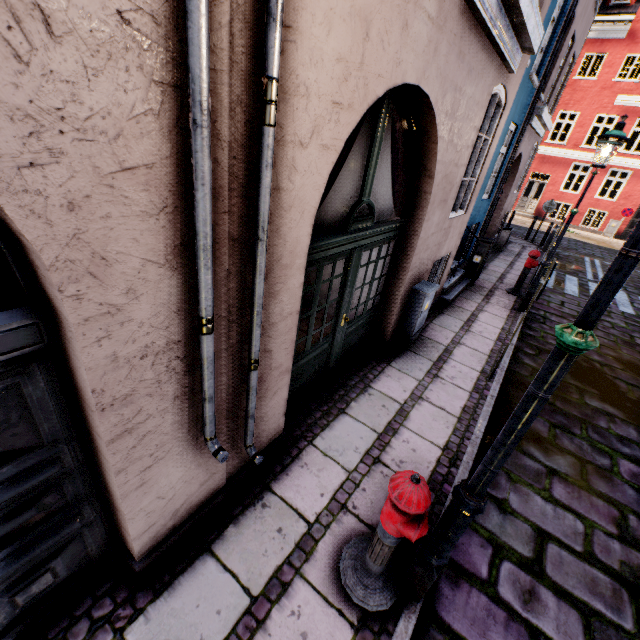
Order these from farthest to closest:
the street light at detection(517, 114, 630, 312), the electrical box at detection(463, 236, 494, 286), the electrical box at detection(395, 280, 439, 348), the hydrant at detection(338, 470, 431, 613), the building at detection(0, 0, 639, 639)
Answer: the electrical box at detection(463, 236, 494, 286) < the street light at detection(517, 114, 630, 312) < the electrical box at detection(395, 280, 439, 348) < the hydrant at detection(338, 470, 431, 613) < the building at detection(0, 0, 639, 639)

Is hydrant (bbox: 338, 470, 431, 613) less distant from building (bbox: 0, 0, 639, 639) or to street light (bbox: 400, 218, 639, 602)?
street light (bbox: 400, 218, 639, 602)

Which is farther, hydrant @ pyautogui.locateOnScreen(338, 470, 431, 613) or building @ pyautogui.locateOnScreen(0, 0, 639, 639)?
hydrant @ pyautogui.locateOnScreen(338, 470, 431, 613)

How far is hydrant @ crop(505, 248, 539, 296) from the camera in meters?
8.1 m

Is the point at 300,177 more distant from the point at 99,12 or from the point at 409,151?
the point at 409,151

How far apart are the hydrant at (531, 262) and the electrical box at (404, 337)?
4.4 meters

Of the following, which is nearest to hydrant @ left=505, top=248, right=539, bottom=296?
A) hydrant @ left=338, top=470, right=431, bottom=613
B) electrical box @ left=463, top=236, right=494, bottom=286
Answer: electrical box @ left=463, top=236, right=494, bottom=286

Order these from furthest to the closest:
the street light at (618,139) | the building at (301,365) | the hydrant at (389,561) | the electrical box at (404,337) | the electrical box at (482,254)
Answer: the electrical box at (482,254) → the street light at (618,139) → the electrical box at (404,337) → the hydrant at (389,561) → the building at (301,365)
